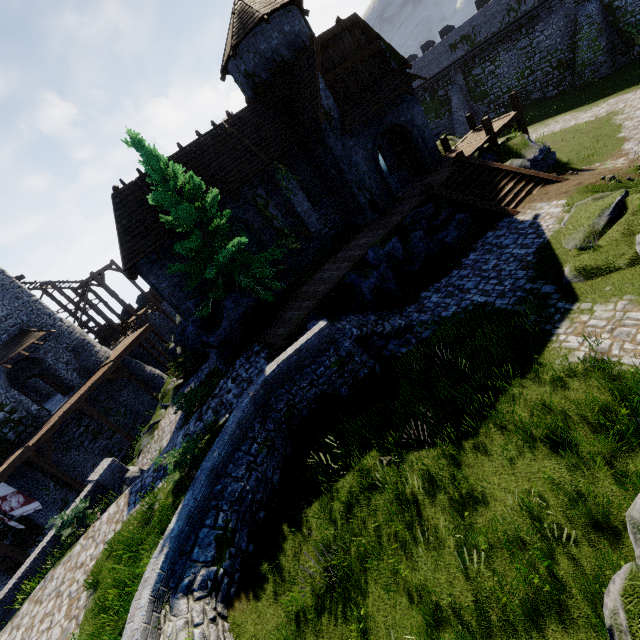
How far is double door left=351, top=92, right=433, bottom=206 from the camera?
17.8 meters

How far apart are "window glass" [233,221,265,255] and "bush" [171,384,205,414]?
7.3m

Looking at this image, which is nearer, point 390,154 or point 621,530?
point 621,530

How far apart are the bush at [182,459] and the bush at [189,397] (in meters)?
4.07

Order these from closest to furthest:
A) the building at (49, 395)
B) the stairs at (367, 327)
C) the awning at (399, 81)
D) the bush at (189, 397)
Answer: the stairs at (367, 327) → the bush at (189, 397) → the awning at (399, 81) → the building at (49, 395)

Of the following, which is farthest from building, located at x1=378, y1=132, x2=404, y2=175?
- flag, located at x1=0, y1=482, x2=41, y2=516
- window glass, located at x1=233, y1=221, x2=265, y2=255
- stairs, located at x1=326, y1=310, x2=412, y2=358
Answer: flag, located at x1=0, y1=482, x2=41, y2=516

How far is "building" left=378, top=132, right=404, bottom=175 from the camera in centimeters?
2178cm

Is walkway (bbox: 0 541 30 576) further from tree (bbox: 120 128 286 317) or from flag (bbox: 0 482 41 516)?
tree (bbox: 120 128 286 317)
